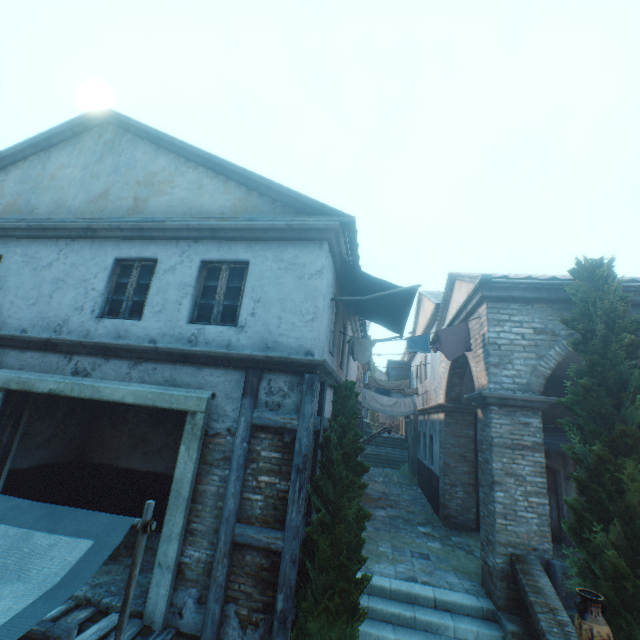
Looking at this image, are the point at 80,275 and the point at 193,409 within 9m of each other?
yes

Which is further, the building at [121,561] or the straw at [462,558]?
the straw at [462,558]

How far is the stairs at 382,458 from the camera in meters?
23.0

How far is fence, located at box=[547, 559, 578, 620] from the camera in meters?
5.8

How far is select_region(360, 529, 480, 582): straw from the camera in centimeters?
735cm

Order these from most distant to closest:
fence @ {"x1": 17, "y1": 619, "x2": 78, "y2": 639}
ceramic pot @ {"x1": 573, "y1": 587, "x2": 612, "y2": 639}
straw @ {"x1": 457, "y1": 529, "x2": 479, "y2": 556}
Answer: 1. straw @ {"x1": 457, "y1": 529, "x2": 479, "y2": 556}
2. ceramic pot @ {"x1": 573, "y1": 587, "x2": 612, "y2": 639}
3. fence @ {"x1": 17, "y1": 619, "x2": 78, "y2": 639}

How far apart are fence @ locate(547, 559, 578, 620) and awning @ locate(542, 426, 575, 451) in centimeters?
395cm

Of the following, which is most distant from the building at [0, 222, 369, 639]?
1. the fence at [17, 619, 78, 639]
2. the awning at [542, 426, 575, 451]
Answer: the awning at [542, 426, 575, 451]
